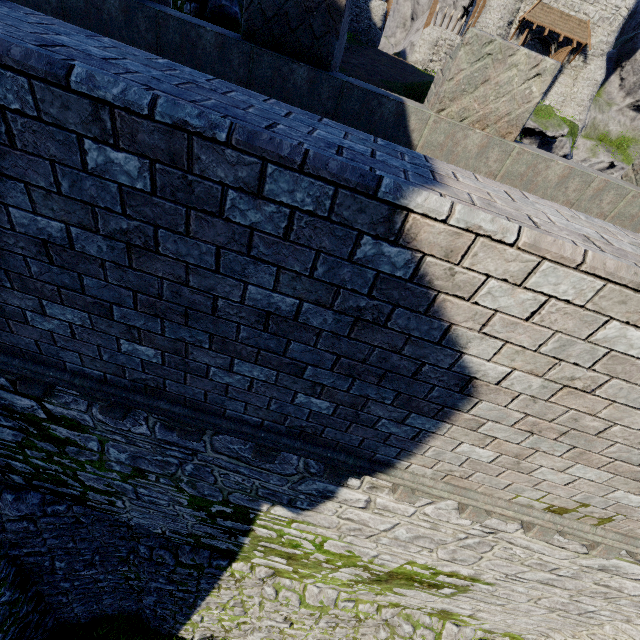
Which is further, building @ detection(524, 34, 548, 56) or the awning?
building @ detection(524, 34, 548, 56)

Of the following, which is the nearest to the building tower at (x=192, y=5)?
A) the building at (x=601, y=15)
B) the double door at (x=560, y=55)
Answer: the building at (x=601, y=15)

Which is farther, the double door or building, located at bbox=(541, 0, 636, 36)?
the double door

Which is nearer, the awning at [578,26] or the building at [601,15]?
the building at [601,15]

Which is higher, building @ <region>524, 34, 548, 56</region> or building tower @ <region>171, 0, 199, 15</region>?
building @ <region>524, 34, 548, 56</region>

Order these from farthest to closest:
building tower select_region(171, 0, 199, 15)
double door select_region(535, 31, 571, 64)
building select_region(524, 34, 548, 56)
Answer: building select_region(524, 34, 548, 56) → double door select_region(535, 31, 571, 64) → building tower select_region(171, 0, 199, 15)

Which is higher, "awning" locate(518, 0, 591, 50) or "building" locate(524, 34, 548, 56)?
"awning" locate(518, 0, 591, 50)

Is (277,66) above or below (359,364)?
above
